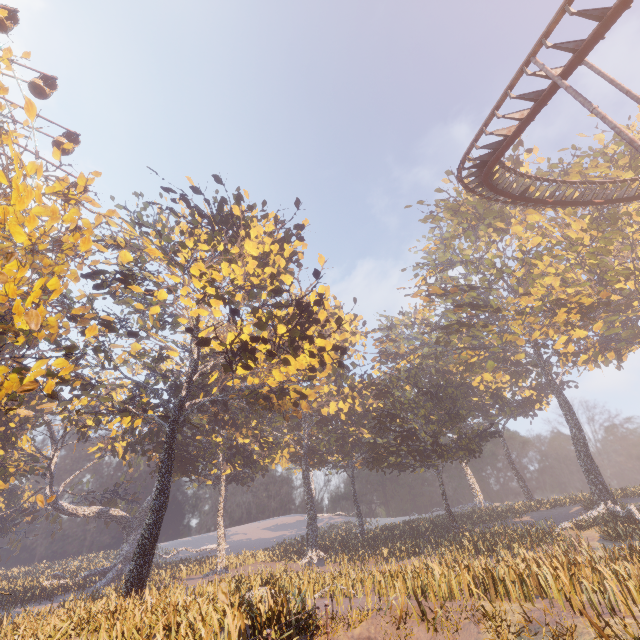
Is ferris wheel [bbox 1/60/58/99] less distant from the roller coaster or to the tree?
the tree

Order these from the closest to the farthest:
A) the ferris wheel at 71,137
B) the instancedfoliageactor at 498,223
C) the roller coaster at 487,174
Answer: the roller coaster at 487,174, the instancedfoliageactor at 498,223, the ferris wheel at 71,137

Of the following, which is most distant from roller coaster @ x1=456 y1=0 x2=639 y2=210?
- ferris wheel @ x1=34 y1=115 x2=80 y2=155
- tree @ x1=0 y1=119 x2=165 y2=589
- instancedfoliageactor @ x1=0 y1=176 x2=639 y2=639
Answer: ferris wheel @ x1=34 y1=115 x2=80 y2=155

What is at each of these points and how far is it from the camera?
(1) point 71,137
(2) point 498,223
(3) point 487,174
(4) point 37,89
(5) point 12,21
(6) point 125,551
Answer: (1) ferris wheel, 33.6 meters
(2) instancedfoliageactor, 33.6 meters
(3) roller coaster, 16.9 meters
(4) ferris wheel, 31.2 meters
(5) ferris wheel, 29.8 meters
(6) tree, 43.0 meters

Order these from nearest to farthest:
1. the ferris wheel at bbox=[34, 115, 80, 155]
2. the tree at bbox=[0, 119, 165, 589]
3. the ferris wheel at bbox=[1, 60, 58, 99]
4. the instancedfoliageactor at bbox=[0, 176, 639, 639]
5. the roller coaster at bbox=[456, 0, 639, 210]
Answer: the tree at bbox=[0, 119, 165, 589] < the roller coaster at bbox=[456, 0, 639, 210] < the instancedfoliageactor at bbox=[0, 176, 639, 639] < the ferris wheel at bbox=[1, 60, 58, 99] < the ferris wheel at bbox=[34, 115, 80, 155]

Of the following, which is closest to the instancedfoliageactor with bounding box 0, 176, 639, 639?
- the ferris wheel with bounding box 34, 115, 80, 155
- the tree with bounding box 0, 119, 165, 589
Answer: the tree with bounding box 0, 119, 165, 589

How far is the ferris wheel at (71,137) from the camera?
31.3 meters

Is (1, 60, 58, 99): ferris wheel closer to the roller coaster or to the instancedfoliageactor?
the instancedfoliageactor
